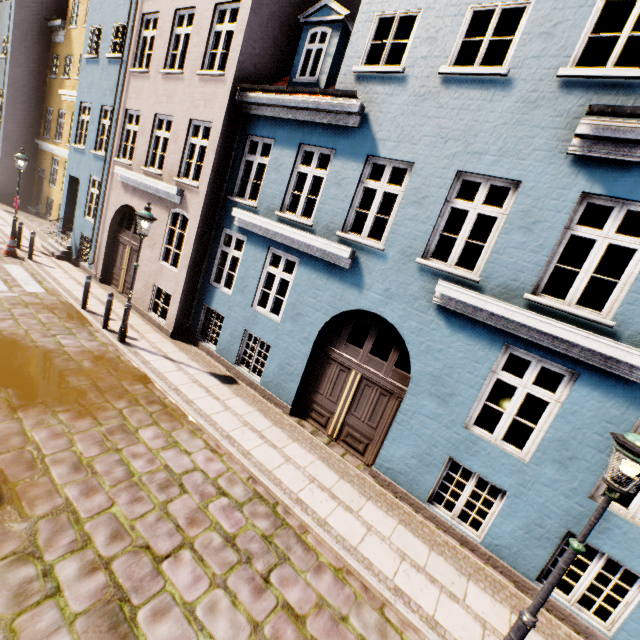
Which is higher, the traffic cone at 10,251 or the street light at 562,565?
the street light at 562,565

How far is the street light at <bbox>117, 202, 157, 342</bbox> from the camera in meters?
8.1

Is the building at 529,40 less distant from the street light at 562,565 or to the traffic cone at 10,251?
the traffic cone at 10,251

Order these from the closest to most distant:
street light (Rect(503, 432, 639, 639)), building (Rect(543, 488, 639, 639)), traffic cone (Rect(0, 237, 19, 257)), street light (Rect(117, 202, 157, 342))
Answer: street light (Rect(503, 432, 639, 639)) < building (Rect(543, 488, 639, 639)) < street light (Rect(117, 202, 157, 342)) < traffic cone (Rect(0, 237, 19, 257))

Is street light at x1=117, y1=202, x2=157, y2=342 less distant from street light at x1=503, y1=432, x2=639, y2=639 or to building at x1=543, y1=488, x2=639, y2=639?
building at x1=543, y1=488, x2=639, y2=639

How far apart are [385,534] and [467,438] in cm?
229

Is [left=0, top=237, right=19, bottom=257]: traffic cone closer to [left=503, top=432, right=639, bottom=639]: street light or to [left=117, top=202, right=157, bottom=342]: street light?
[left=117, top=202, right=157, bottom=342]: street light

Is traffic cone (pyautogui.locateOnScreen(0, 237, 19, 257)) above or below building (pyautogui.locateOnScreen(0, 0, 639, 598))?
below
